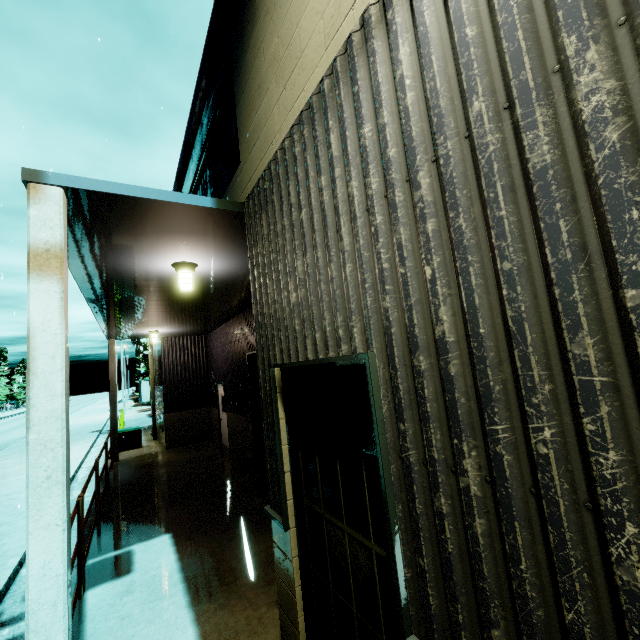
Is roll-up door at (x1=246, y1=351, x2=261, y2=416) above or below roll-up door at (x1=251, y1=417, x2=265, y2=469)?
above

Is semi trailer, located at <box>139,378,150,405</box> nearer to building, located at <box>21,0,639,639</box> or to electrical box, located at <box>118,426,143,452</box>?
building, located at <box>21,0,639,639</box>

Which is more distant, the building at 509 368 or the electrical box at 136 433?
the electrical box at 136 433

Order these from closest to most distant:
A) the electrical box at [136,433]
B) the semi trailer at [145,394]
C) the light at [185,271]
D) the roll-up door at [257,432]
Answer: the light at [185,271], the roll-up door at [257,432], the electrical box at [136,433], the semi trailer at [145,394]

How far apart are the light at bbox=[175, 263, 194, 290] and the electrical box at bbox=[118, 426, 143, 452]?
13.6m

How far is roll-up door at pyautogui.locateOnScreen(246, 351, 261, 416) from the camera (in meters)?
9.96

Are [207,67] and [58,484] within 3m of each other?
no
